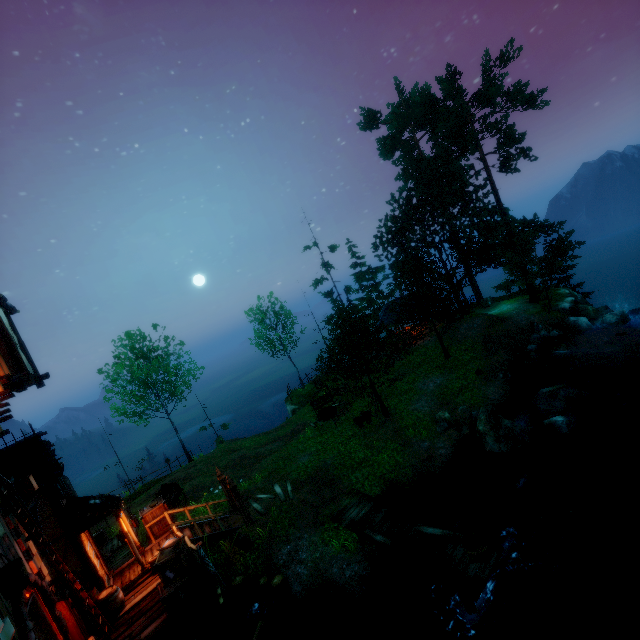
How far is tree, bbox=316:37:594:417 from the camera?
23.3 meters

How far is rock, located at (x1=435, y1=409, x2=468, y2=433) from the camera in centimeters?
1661cm

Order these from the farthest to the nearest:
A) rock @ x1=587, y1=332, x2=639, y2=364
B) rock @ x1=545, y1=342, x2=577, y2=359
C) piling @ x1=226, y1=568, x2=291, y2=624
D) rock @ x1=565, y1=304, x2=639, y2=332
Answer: rock @ x1=565, y1=304, x2=639, y2=332 → rock @ x1=545, y1=342, x2=577, y2=359 → rock @ x1=587, y1=332, x2=639, y2=364 → piling @ x1=226, y1=568, x2=291, y2=624

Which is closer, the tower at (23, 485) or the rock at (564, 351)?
the tower at (23, 485)

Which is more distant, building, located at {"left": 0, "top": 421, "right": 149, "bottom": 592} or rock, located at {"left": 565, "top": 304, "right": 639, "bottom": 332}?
rock, located at {"left": 565, "top": 304, "right": 639, "bottom": 332}

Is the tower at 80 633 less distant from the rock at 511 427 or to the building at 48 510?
the building at 48 510

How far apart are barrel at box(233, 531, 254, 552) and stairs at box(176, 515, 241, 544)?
0.16m

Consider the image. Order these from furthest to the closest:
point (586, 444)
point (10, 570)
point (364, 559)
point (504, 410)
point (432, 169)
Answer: point (432, 169), point (504, 410), point (586, 444), point (364, 559), point (10, 570)
